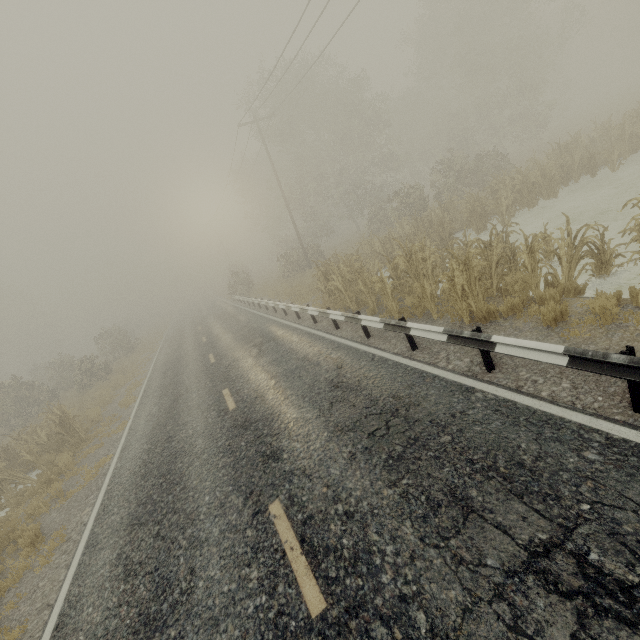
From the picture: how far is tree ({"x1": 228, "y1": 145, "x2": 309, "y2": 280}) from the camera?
27.61m

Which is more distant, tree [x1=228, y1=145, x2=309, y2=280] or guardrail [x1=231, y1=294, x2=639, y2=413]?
tree [x1=228, y1=145, x2=309, y2=280]

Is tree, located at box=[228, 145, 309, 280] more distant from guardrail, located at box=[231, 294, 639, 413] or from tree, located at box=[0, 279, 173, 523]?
tree, located at box=[0, 279, 173, 523]

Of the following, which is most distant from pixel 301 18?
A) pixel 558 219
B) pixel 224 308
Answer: pixel 224 308

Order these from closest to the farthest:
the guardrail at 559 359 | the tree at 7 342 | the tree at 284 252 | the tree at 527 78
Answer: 1. the guardrail at 559 359
2. the tree at 527 78
3. the tree at 7 342
4. the tree at 284 252

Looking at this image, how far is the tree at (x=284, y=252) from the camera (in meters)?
27.61

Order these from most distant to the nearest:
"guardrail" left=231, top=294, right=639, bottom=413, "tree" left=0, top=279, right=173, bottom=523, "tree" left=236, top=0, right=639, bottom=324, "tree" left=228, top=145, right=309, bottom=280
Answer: "tree" left=228, top=145, right=309, bottom=280 → "tree" left=0, top=279, right=173, bottom=523 → "tree" left=236, top=0, right=639, bottom=324 → "guardrail" left=231, top=294, right=639, bottom=413
